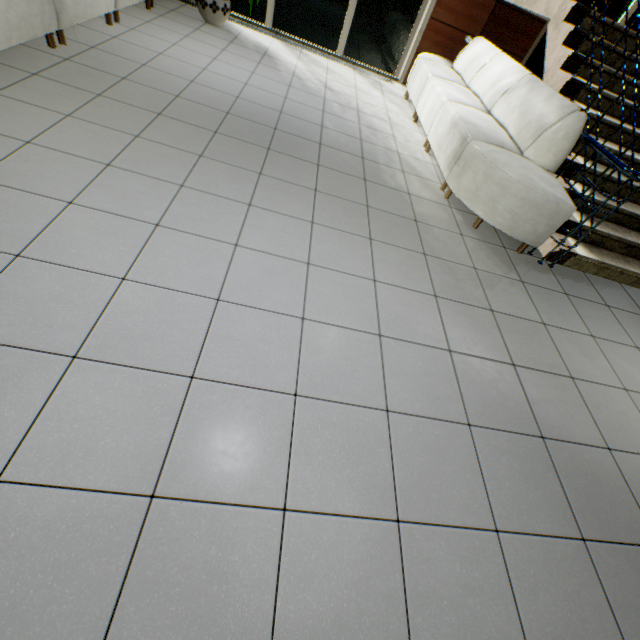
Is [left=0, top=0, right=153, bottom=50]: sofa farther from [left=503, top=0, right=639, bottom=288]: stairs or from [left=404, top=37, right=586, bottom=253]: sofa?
[left=503, top=0, right=639, bottom=288]: stairs

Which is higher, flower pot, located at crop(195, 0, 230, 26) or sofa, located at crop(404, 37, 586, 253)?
sofa, located at crop(404, 37, 586, 253)

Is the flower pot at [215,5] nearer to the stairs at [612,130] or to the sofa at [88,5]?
the sofa at [88,5]

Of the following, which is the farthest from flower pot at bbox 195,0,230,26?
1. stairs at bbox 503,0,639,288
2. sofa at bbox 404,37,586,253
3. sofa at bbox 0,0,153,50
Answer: stairs at bbox 503,0,639,288

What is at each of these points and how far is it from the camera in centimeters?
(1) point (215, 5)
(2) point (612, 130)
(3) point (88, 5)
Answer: (1) flower pot, 479cm
(2) stairs, 370cm
(3) sofa, 332cm

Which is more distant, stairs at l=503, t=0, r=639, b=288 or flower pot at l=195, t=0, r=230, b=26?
Answer: flower pot at l=195, t=0, r=230, b=26

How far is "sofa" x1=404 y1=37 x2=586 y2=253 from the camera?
2.9m

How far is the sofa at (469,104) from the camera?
2.9m
